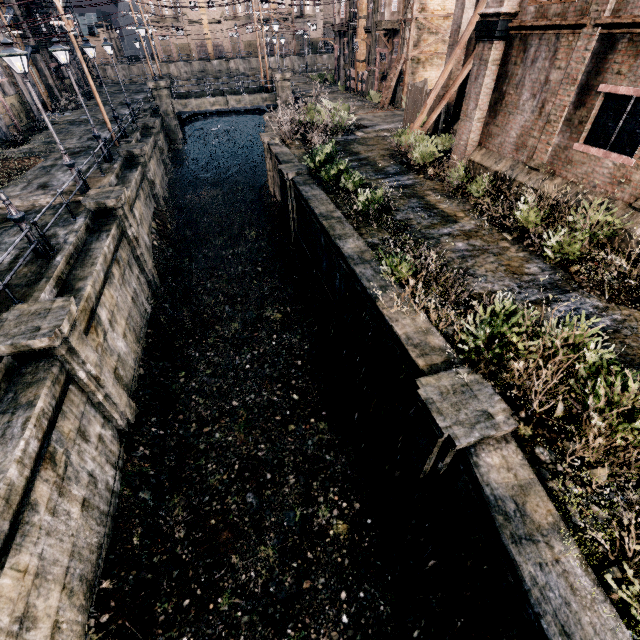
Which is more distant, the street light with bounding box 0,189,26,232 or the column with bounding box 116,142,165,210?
the column with bounding box 116,142,165,210

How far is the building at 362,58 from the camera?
38.50m

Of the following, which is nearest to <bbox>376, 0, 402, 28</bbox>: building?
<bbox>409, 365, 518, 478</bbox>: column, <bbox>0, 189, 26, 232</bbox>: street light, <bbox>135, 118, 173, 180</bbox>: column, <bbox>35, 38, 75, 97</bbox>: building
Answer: <bbox>409, 365, 518, 478</bbox>: column

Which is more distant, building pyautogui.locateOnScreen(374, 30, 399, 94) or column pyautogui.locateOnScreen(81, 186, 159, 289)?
building pyautogui.locateOnScreen(374, 30, 399, 94)

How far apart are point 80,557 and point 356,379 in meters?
8.8

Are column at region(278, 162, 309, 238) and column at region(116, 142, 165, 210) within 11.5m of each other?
yes

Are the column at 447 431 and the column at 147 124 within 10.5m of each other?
no

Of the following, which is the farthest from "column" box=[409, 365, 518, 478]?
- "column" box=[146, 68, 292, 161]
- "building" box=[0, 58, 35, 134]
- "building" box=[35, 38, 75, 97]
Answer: "building" box=[35, 38, 75, 97]
